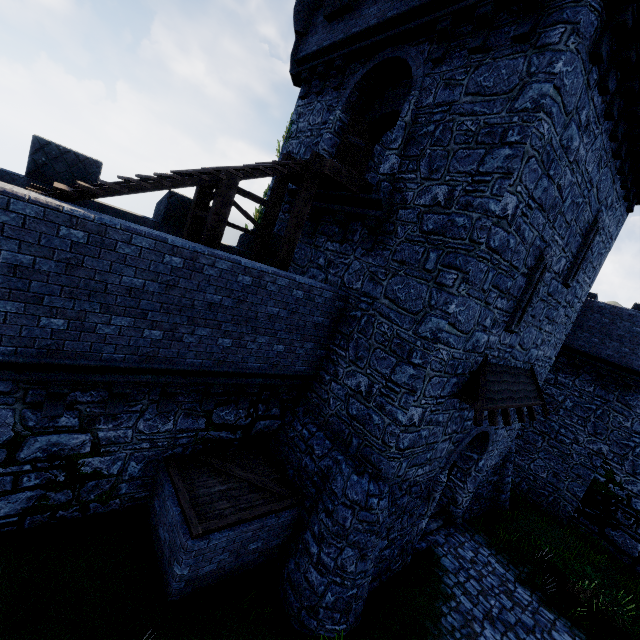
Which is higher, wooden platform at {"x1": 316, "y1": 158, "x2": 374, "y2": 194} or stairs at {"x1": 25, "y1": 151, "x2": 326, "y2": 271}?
wooden platform at {"x1": 316, "y1": 158, "x2": 374, "y2": 194}

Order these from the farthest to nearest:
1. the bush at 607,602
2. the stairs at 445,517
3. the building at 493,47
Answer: the stairs at 445,517 → the bush at 607,602 → the building at 493,47

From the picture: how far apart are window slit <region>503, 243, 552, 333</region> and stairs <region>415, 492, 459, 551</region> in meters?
6.6 m

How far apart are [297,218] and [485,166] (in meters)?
4.44

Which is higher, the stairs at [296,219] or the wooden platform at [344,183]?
the wooden platform at [344,183]

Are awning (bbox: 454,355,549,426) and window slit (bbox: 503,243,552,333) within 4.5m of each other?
yes

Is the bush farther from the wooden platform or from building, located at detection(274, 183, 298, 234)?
the wooden platform

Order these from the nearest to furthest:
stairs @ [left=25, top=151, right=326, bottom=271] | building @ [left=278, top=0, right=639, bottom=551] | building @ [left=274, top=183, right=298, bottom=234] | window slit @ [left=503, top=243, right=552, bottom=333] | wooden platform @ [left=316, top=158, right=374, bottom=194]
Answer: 1. stairs @ [left=25, top=151, right=326, bottom=271]
2. building @ [left=278, top=0, right=639, bottom=551]
3. wooden platform @ [left=316, top=158, right=374, bottom=194]
4. window slit @ [left=503, top=243, right=552, bottom=333]
5. building @ [left=274, top=183, right=298, bottom=234]
